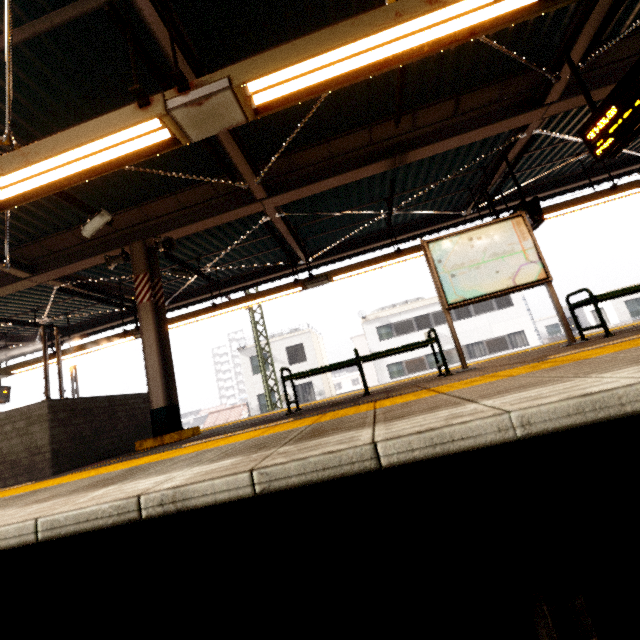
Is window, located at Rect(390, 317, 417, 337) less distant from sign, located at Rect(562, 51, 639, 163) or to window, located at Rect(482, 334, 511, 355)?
window, located at Rect(482, 334, 511, 355)

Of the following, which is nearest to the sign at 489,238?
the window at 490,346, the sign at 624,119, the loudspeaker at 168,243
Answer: the sign at 624,119

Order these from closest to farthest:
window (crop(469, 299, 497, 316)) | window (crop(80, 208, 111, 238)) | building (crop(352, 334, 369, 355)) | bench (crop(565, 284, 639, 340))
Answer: bench (crop(565, 284, 639, 340))
window (crop(80, 208, 111, 238))
window (crop(469, 299, 497, 316))
building (crop(352, 334, 369, 355))

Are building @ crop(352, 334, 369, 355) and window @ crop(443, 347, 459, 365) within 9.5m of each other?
no

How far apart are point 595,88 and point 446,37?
4.0 meters

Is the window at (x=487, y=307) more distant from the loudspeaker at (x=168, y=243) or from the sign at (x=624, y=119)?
the loudspeaker at (x=168, y=243)

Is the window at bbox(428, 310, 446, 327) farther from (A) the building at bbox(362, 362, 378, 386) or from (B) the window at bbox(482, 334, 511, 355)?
(A) the building at bbox(362, 362, 378, 386)

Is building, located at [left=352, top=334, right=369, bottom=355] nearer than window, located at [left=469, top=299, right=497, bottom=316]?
No
